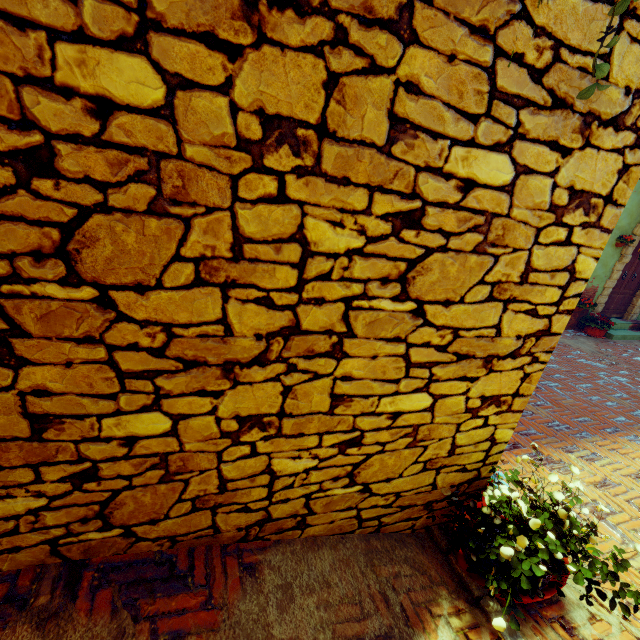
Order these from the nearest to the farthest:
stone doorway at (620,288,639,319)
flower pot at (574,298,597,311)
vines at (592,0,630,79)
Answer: vines at (592,0,630,79)
flower pot at (574,298,597,311)
stone doorway at (620,288,639,319)

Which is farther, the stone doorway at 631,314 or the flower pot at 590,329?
the stone doorway at 631,314

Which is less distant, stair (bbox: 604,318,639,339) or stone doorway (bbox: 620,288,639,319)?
stair (bbox: 604,318,639,339)

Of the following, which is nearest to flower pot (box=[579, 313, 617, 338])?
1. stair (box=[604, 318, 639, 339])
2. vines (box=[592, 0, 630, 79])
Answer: stair (box=[604, 318, 639, 339])

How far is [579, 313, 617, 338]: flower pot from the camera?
8.4 meters

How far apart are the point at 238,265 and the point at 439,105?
1.0 meters

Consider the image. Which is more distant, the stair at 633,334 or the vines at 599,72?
the stair at 633,334

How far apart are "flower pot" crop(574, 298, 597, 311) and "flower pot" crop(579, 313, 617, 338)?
0.3 meters
